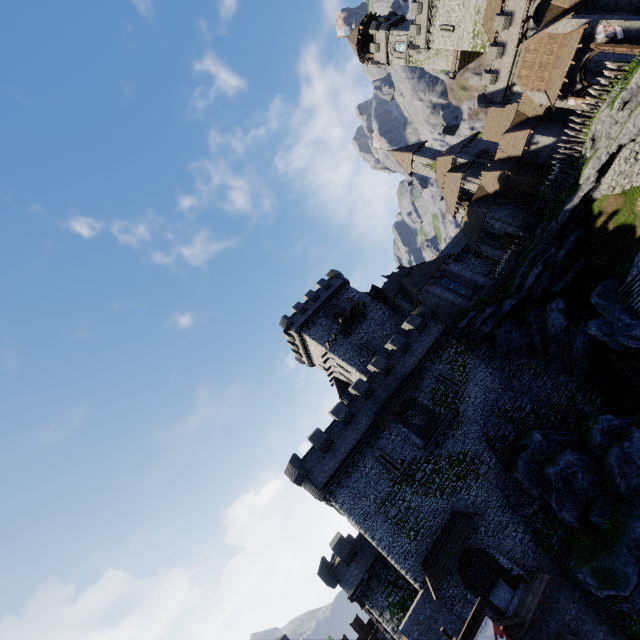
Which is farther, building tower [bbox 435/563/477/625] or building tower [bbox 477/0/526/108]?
building tower [bbox 477/0/526/108]

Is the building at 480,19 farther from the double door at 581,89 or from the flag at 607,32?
the flag at 607,32

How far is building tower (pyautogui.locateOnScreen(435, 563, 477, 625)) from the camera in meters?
20.9 m

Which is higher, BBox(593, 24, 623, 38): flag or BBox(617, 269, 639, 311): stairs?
BBox(593, 24, 623, 38): flag

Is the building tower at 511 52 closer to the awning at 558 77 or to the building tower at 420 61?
the building tower at 420 61

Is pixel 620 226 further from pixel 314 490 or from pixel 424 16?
pixel 424 16

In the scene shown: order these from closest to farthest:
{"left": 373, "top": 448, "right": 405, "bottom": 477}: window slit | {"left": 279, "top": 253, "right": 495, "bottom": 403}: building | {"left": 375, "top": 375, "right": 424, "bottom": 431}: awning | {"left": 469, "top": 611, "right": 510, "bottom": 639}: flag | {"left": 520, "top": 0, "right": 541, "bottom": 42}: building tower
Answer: {"left": 469, "top": 611, "right": 510, "bottom": 639}: flag < {"left": 373, "top": 448, "right": 405, "bottom": 477}: window slit < {"left": 375, "top": 375, "right": 424, "bottom": 431}: awning < {"left": 279, "top": 253, "right": 495, "bottom": 403}: building < {"left": 520, "top": 0, "right": 541, "bottom": 42}: building tower

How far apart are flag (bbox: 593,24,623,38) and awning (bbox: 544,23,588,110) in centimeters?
82cm
